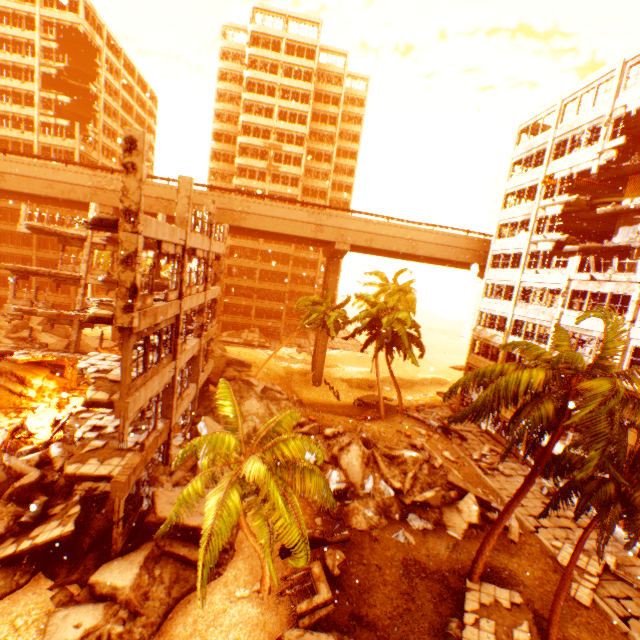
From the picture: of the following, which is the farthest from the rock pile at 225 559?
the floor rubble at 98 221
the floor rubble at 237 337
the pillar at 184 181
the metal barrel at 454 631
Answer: the floor rubble at 98 221

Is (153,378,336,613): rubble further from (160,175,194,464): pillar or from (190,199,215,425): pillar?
(190,199,215,425): pillar

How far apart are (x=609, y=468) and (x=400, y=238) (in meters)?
28.46

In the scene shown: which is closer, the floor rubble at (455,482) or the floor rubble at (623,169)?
the floor rubble at (455,482)

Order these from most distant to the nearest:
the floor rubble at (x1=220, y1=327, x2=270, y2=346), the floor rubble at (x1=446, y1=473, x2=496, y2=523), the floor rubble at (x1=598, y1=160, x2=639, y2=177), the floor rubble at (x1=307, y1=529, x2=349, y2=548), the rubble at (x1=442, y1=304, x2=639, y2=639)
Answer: the floor rubble at (x1=220, y1=327, x2=270, y2=346) → the floor rubble at (x1=598, y1=160, x2=639, y2=177) → the floor rubble at (x1=446, y1=473, x2=496, y2=523) → the floor rubble at (x1=307, y1=529, x2=349, y2=548) → the rubble at (x1=442, y1=304, x2=639, y2=639)

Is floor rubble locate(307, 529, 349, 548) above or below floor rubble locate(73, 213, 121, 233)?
below

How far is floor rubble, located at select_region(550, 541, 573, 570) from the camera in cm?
1636

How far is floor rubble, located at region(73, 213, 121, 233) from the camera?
9.90m
